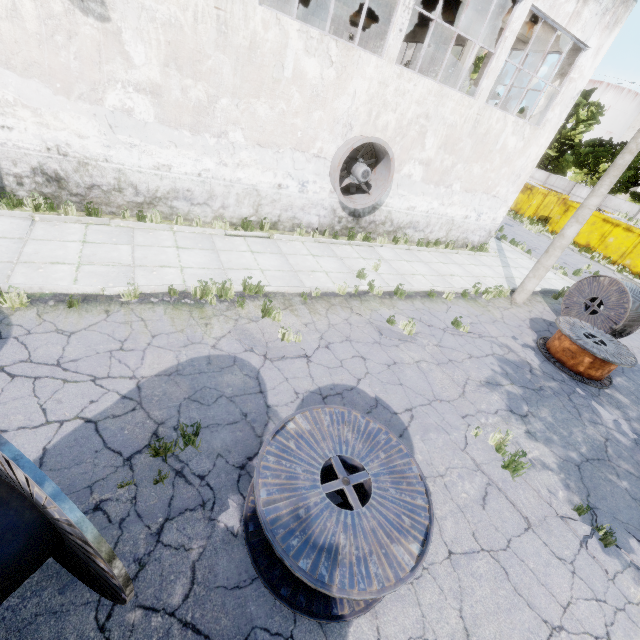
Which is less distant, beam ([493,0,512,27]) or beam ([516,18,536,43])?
beam ([493,0,512,27])

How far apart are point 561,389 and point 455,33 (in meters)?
10.64

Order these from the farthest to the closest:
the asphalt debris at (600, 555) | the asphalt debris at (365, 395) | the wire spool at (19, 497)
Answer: the asphalt debris at (365, 395) → the asphalt debris at (600, 555) → the wire spool at (19, 497)

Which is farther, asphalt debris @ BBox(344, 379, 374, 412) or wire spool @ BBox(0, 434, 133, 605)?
asphalt debris @ BBox(344, 379, 374, 412)

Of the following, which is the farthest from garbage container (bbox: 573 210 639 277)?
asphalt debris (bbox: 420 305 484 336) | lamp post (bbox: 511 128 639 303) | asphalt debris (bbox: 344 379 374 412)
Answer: asphalt debris (bbox: 344 379 374 412)

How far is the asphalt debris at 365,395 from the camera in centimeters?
575cm

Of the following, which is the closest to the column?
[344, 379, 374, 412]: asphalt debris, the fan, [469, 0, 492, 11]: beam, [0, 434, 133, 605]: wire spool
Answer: [469, 0, 492, 11]: beam

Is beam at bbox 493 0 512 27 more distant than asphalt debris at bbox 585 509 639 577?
Yes
